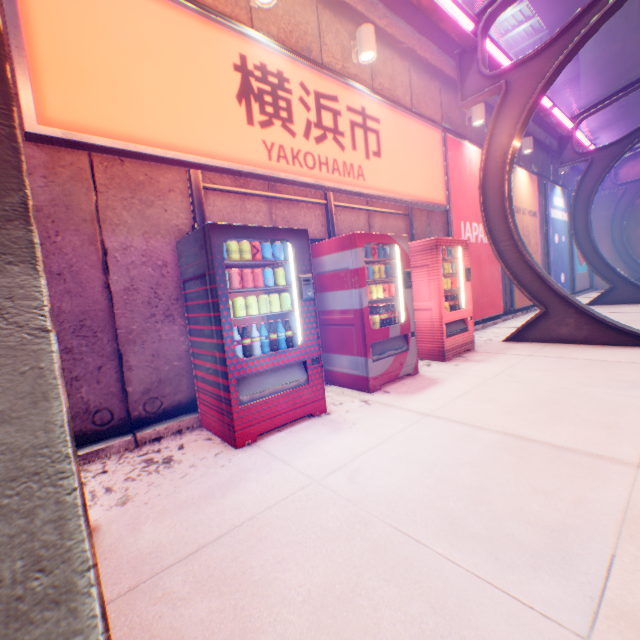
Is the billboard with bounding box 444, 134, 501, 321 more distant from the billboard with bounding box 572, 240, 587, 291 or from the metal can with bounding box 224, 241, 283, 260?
the billboard with bounding box 572, 240, 587, 291

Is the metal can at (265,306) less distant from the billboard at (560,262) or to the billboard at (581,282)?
the billboard at (560,262)

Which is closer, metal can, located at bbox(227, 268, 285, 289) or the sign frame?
metal can, located at bbox(227, 268, 285, 289)

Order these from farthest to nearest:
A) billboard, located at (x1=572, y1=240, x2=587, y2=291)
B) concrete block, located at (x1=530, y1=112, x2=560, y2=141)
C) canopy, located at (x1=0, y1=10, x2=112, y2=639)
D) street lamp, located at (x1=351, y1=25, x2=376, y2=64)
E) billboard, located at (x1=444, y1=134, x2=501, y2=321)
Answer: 1. billboard, located at (x1=572, y1=240, x2=587, y2=291)
2. concrete block, located at (x1=530, y1=112, x2=560, y2=141)
3. billboard, located at (x1=444, y1=134, x2=501, y2=321)
4. street lamp, located at (x1=351, y1=25, x2=376, y2=64)
5. canopy, located at (x1=0, y1=10, x2=112, y2=639)

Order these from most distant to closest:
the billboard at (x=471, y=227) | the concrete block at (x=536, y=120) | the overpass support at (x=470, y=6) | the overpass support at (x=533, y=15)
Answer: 1. the overpass support at (x=533, y=15)
2. the overpass support at (x=470, y=6)
3. the concrete block at (x=536, y=120)
4. the billboard at (x=471, y=227)

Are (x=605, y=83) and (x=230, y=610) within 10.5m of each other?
no

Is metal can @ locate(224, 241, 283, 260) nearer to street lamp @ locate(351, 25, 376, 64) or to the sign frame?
the sign frame

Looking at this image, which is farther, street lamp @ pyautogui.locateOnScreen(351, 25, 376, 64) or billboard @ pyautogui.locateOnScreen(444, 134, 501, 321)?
billboard @ pyautogui.locateOnScreen(444, 134, 501, 321)
